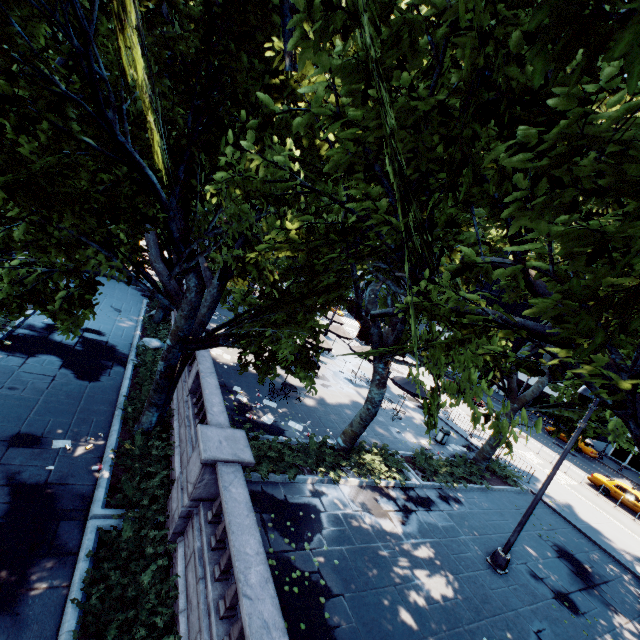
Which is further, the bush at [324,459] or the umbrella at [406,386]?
the umbrella at [406,386]

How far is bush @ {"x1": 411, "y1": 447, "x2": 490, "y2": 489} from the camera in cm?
1557

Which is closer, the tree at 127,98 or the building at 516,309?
the tree at 127,98

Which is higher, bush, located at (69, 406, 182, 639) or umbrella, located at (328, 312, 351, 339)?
umbrella, located at (328, 312, 351, 339)

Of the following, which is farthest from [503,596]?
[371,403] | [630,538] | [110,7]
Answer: [110,7]

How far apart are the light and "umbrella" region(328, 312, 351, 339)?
19.8 meters

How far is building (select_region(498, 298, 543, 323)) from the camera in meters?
53.8 m

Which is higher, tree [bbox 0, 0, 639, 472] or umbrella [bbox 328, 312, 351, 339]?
tree [bbox 0, 0, 639, 472]
